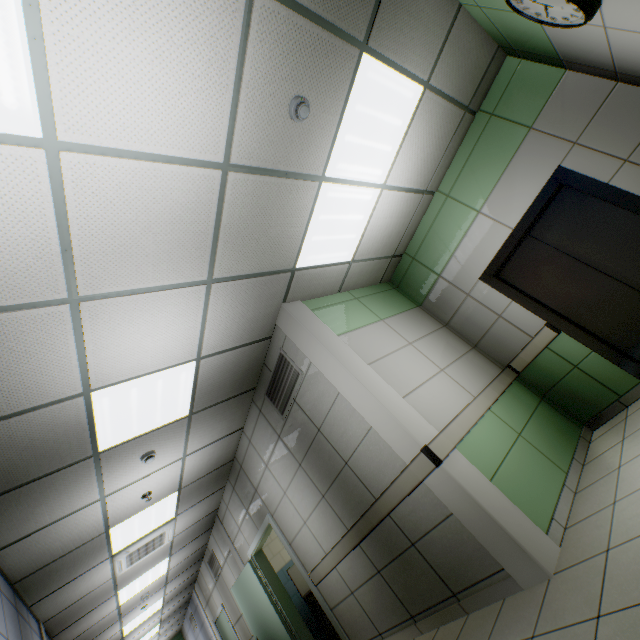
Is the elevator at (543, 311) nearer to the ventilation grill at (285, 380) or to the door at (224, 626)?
the ventilation grill at (285, 380)

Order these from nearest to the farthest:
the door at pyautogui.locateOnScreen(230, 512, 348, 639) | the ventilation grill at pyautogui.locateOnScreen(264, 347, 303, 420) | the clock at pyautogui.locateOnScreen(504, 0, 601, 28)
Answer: the clock at pyautogui.locateOnScreen(504, 0, 601, 28) → the ventilation grill at pyautogui.locateOnScreen(264, 347, 303, 420) → the door at pyautogui.locateOnScreen(230, 512, 348, 639)

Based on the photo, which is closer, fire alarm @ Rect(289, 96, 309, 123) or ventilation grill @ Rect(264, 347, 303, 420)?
fire alarm @ Rect(289, 96, 309, 123)

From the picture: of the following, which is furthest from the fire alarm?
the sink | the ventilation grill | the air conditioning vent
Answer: the sink

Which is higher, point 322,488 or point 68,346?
point 68,346

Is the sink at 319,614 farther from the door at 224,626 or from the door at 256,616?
the door at 224,626

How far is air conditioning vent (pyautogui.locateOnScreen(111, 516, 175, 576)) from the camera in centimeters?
518cm

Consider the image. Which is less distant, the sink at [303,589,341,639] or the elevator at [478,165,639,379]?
the elevator at [478,165,639,379]
